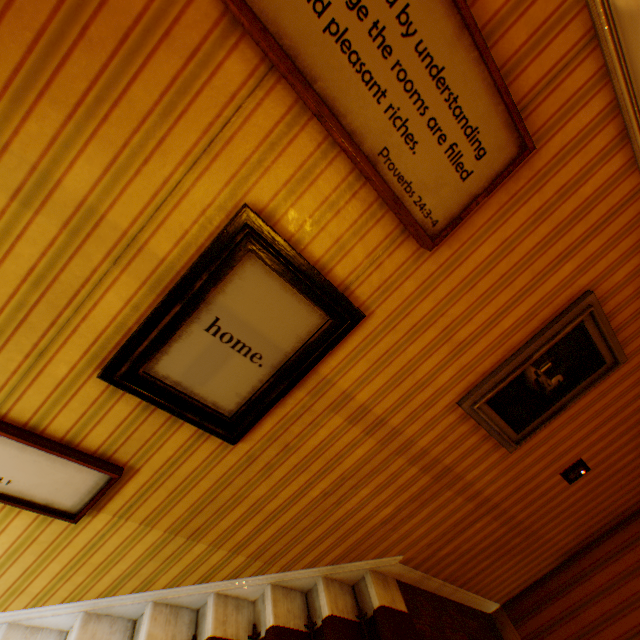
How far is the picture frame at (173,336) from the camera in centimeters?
133cm

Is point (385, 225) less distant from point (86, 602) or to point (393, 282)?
point (393, 282)

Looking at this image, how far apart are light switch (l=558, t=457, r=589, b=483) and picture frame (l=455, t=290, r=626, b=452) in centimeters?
74cm

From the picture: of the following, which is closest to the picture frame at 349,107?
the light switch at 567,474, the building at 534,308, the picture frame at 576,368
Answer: the building at 534,308

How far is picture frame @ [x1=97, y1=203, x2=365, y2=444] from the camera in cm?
133

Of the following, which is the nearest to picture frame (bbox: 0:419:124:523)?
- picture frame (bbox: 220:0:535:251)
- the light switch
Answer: picture frame (bbox: 220:0:535:251)

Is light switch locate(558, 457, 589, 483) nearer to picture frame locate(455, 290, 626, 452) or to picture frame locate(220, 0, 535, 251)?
picture frame locate(455, 290, 626, 452)

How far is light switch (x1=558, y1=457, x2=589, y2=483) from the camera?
2.67m
